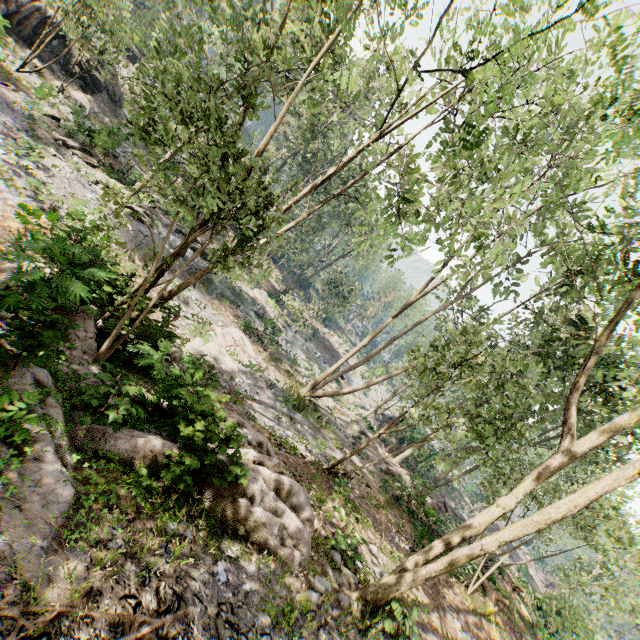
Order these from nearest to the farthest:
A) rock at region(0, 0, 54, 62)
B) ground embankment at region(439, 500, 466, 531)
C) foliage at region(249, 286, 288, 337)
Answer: ground embankment at region(439, 500, 466, 531) → rock at region(0, 0, 54, 62) → foliage at region(249, 286, 288, 337)

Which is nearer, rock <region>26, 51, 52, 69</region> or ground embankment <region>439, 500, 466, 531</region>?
ground embankment <region>439, 500, 466, 531</region>

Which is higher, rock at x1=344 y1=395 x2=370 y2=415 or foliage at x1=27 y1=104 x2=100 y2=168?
rock at x1=344 y1=395 x2=370 y2=415

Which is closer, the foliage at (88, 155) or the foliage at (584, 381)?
the foliage at (584, 381)

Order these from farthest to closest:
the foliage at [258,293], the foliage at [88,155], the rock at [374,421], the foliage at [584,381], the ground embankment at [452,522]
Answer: the rock at [374,421] < the foliage at [258,293] < the foliage at [88,155] < the ground embankment at [452,522] < the foliage at [584,381]

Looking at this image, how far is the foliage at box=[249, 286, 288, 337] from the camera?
22.17m

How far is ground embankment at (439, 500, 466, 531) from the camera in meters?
18.1 m

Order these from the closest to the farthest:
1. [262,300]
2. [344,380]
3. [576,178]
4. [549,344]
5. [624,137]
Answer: [624,137]
[576,178]
[549,344]
[262,300]
[344,380]
